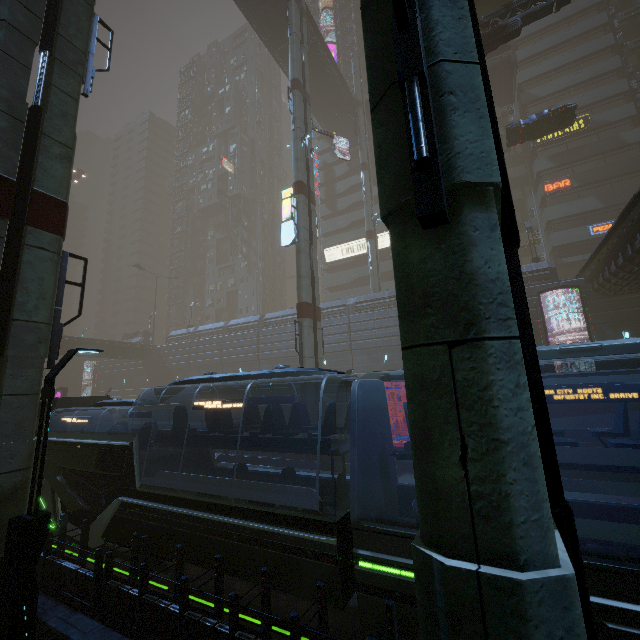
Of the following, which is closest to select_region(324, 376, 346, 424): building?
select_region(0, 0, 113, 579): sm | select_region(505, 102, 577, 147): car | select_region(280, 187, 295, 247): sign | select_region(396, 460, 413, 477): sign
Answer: select_region(280, 187, 295, 247): sign

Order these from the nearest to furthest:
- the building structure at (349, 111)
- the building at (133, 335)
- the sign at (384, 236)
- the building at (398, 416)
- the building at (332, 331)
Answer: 1. the building at (398, 416)
2. the building at (332, 331)
3. the building structure at (349, 111)
4. the sign at (384, 236)
5. the building at (133, 335)

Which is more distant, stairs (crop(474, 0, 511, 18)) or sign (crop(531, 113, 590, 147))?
sign (crop(531, 113, 590, 147))

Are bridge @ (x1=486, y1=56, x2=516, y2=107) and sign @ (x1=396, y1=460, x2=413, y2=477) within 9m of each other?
no

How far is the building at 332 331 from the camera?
30.97m

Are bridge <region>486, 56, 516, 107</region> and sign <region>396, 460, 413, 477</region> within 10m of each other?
no

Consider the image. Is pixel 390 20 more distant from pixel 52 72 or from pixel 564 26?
pixel 564 26

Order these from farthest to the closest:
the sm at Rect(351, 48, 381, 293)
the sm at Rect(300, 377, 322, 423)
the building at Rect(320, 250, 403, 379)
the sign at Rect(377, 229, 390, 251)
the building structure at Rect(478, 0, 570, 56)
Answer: the sign at Rect(377, 229, 390, 251)
the sm at Rect(351, 48, 381, 293)
the building at Rect(320, 250, 403, 379)
the sm at Rect(300, 377, 322, 423)
the building structure at Rect(478, 0, 570, 56)
